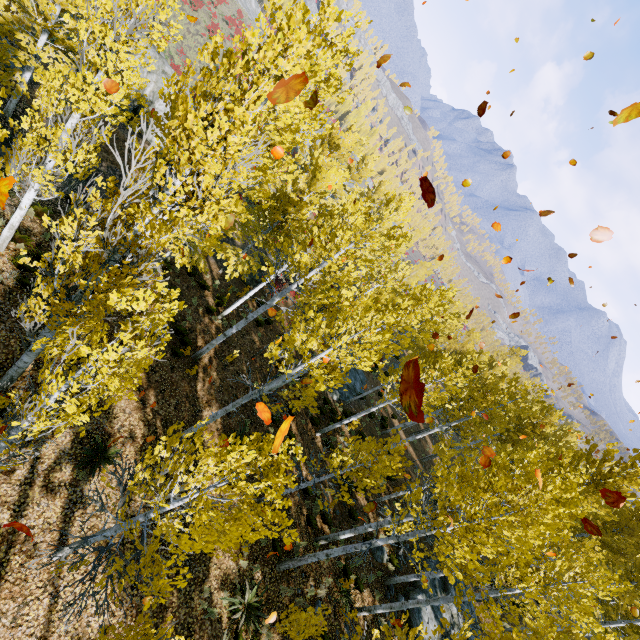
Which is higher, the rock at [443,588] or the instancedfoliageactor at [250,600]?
the rock at [443,588]

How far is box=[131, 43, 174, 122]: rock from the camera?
20.6m

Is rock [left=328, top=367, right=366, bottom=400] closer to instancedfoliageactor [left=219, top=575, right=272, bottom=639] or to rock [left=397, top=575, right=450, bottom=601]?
instancedfoliageactor [left=219, top=575, right=272, bottom=639]

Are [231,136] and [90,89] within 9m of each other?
yes

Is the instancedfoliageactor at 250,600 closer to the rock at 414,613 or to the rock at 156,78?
the rock at 414,613

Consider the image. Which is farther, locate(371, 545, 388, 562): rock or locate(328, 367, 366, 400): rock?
locate(328, 367, 366, 400): rock

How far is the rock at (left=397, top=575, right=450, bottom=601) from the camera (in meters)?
13.98

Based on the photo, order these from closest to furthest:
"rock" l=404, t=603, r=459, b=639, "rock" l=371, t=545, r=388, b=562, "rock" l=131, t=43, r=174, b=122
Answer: "rock" l=404, t=603, r=459, b=639 < "rock" l=371, t=545, r=388, b=562 < "rock" l=131, t=43, r=174, b=122
